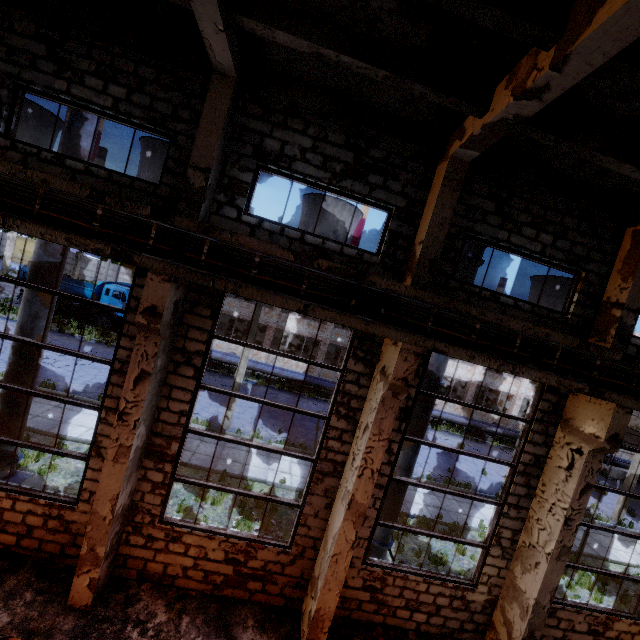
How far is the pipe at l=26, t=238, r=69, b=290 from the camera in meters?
7.0

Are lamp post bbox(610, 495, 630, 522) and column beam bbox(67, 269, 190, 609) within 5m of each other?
no

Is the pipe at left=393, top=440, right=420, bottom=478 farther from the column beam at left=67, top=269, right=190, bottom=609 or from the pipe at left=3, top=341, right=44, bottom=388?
the pipe at left=3, top=341, right=44, bottom=388

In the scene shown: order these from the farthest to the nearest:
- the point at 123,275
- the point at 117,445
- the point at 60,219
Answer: the point at 123,275, the point at 117,445, the point at 60,219

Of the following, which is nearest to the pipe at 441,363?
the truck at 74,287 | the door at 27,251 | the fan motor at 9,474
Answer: the fan motor at 9,474

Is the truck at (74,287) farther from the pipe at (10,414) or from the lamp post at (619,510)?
the lamp post at (619,510)

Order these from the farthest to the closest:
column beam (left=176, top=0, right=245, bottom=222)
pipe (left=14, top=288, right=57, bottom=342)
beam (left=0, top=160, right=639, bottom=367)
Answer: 1. pipe (left=14, top=288, right=57, bottom=342)
2. beam (left=0, top=160, right=639, bottom=367)
3. column beam (left=176, top=0, right=245, bottom=222)

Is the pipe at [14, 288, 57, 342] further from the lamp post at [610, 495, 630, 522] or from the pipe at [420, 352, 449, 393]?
the lamp post at [610, 495, 630, 522]
